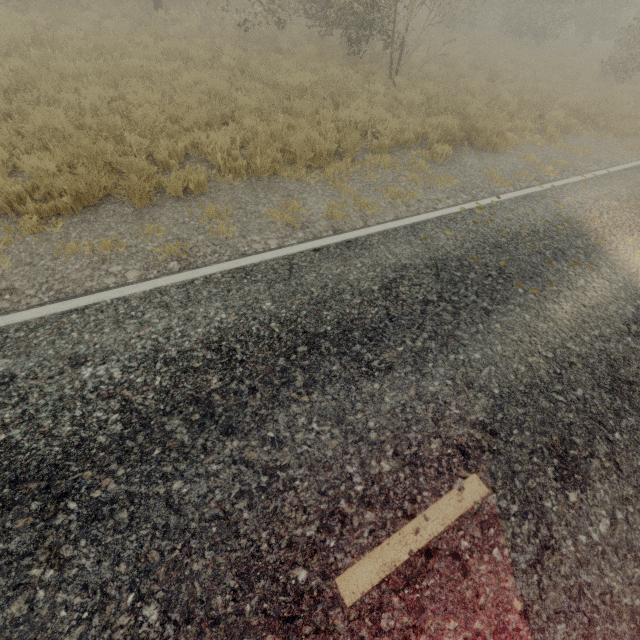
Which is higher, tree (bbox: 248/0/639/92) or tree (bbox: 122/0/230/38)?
tree (bbox: 248/0/639/92)

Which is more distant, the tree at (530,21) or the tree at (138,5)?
the tree at (138,5)

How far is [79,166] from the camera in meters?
4.6 m

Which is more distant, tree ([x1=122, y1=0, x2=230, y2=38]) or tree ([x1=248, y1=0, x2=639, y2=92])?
tree ([x1=122, y1=0, x2=230, y2=38])

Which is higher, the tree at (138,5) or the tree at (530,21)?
the tree at (530,21)
